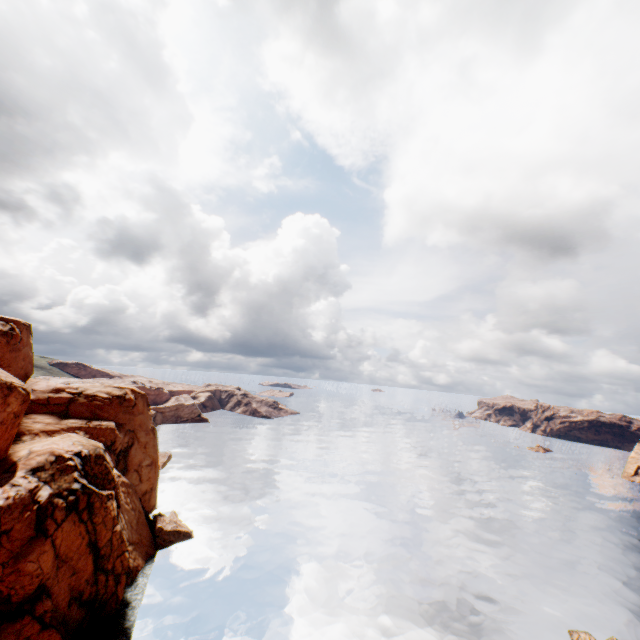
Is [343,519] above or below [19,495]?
below
